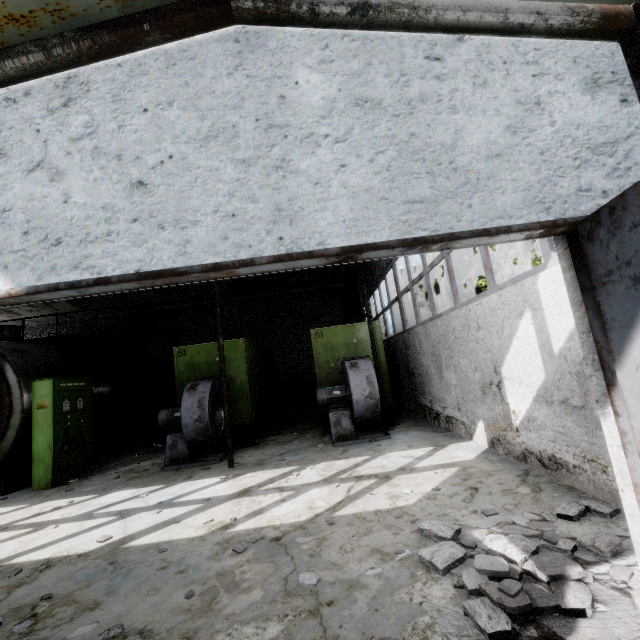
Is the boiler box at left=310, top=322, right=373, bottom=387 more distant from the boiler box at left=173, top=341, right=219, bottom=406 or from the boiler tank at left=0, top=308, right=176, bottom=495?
the boiler tank at left=0, top=308, right=176, bottom=495

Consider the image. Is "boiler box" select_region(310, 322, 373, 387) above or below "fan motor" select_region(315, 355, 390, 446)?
above

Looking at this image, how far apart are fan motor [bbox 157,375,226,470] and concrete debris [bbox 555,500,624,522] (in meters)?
5.11

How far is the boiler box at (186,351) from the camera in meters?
9.0 m

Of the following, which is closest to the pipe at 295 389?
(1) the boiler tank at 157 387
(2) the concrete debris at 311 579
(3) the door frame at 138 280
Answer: (1) the boiler tank at 157 387

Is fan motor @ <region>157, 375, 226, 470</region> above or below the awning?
below

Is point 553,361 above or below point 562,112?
below

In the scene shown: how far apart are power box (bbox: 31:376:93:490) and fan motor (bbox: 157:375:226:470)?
2.08m
